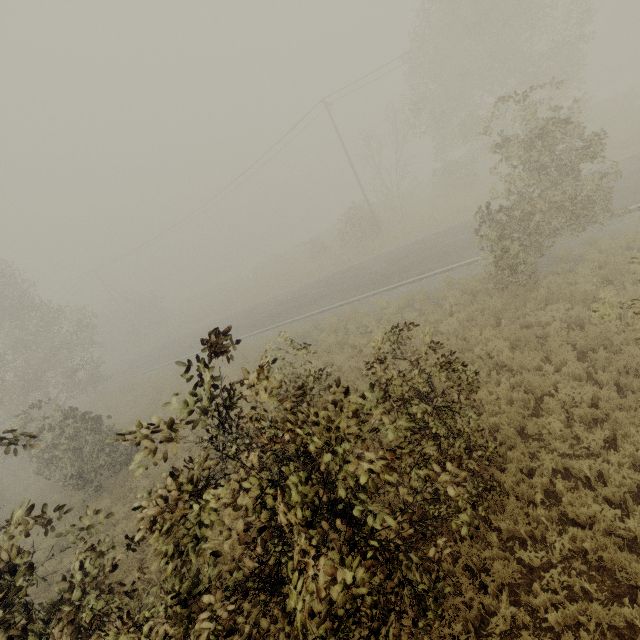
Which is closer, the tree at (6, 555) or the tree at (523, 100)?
the tree at (6, 555)

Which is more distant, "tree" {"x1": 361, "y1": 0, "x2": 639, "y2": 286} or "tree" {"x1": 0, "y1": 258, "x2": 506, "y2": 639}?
"tree" {"x1": 361, "y1": 0, "x2": 639, "y2": 286}

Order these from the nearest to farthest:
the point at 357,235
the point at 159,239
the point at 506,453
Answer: the point at 506,453 < the point at 357,235 < the point at 159,239
